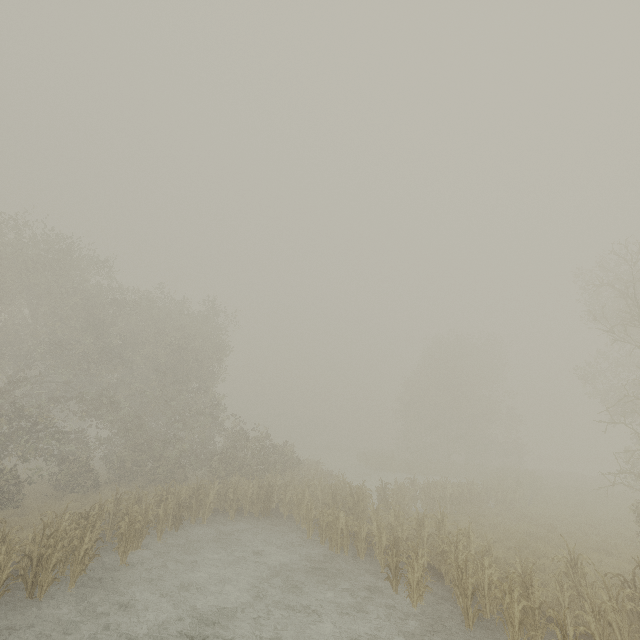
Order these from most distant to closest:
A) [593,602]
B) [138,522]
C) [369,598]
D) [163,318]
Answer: [163,318], [138,522], [369,598], [593,602]
